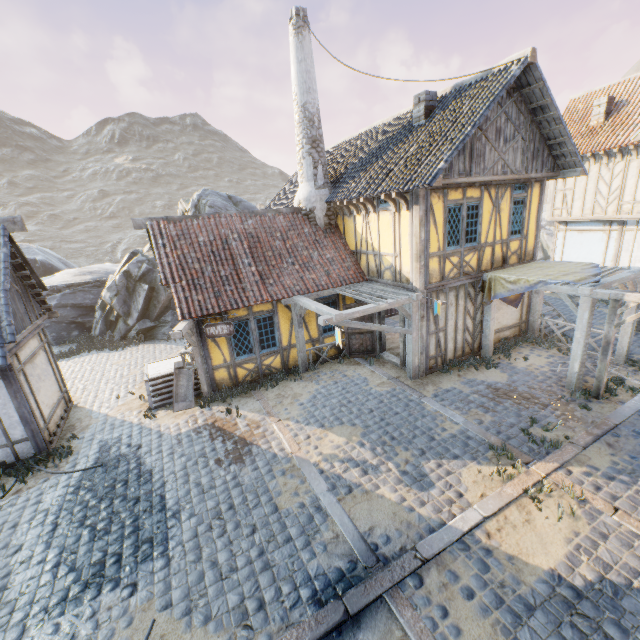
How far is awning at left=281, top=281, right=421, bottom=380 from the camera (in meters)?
8.83

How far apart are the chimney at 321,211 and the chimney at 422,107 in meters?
3.3

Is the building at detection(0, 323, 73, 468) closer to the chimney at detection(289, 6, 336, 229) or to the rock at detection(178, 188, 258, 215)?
the rock at detection(178, 188, 258, 215)

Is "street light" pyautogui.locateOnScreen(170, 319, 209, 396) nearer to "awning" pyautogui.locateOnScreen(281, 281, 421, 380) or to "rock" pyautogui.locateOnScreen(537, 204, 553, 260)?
"awning" pyautogui.locateOnScreen(281, 281, 421, 380)

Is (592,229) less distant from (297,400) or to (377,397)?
(377,397)

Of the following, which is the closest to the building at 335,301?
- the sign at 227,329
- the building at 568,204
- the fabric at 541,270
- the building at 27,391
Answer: the fabric at 541,270

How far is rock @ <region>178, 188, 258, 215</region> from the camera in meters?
17.7

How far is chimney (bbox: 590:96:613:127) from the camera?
14.53m
